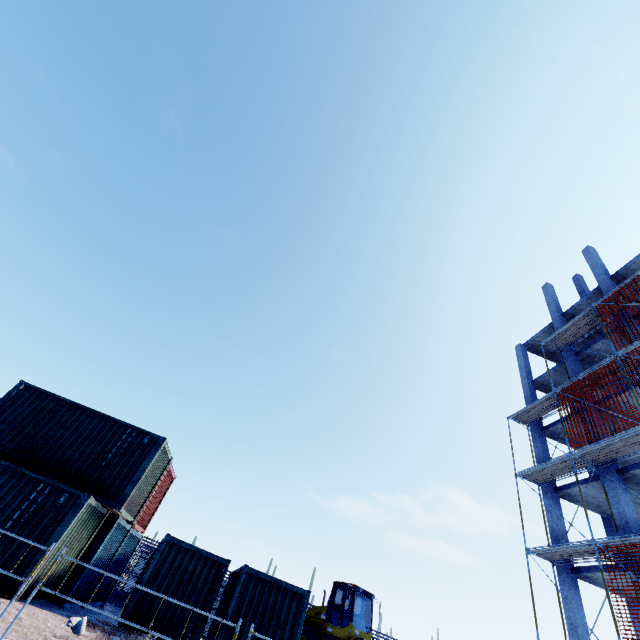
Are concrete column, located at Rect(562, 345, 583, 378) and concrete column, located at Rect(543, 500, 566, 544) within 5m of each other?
no

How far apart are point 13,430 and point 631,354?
27.3 meters

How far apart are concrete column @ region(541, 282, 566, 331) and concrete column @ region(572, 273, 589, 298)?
3.4m

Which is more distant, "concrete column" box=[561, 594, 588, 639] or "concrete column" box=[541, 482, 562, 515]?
"concrete column" box=[541, 482, 562, 515]

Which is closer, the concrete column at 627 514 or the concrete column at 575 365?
the concrete column at 627 514

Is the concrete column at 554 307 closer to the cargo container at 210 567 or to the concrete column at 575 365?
the concrete column at 575 365

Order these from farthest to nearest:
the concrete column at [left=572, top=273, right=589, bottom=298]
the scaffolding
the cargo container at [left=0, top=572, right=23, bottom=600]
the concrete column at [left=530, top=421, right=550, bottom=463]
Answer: the concrete column at [left=572, top=273, right=589, bottom=298]
the concrete column at [left=530, top=421, right=550, bottom=463]
the scaffolding
the cargo container at [left=0, top=572, right=23, bottom=600]

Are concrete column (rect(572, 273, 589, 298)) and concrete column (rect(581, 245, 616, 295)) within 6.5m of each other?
yes
